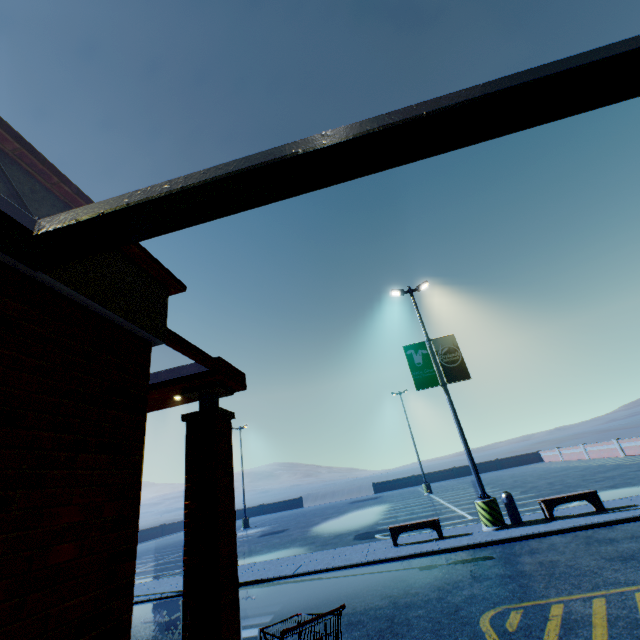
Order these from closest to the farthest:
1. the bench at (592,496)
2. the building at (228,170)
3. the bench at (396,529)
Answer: the building at (228,170) < the bench at (592,496) < the bench at (396,529)

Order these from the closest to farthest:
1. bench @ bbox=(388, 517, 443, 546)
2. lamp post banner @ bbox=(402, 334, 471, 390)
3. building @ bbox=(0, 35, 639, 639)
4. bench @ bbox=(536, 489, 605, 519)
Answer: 1. building @ bbox=(0, 35, 639, 639)
2. bench @ bbox=(536, 489, 605, 519)
3. bench @ bbox=(388, 517, 443, 546)
4. lamp post banner @ bbox=(402, 334, 471, 390)

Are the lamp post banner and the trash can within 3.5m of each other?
no

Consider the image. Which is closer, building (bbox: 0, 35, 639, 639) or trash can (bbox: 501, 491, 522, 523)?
building (bbox: 0, 35, 639, 639)

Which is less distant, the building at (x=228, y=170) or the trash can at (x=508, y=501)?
the building at (x=228, y=170)

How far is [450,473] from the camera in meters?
47.2

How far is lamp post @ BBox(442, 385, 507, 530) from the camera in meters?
10.8 m

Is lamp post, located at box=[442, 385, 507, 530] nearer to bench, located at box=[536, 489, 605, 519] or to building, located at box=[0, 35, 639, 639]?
bench, located at box=[536, 489, 605, 519]
